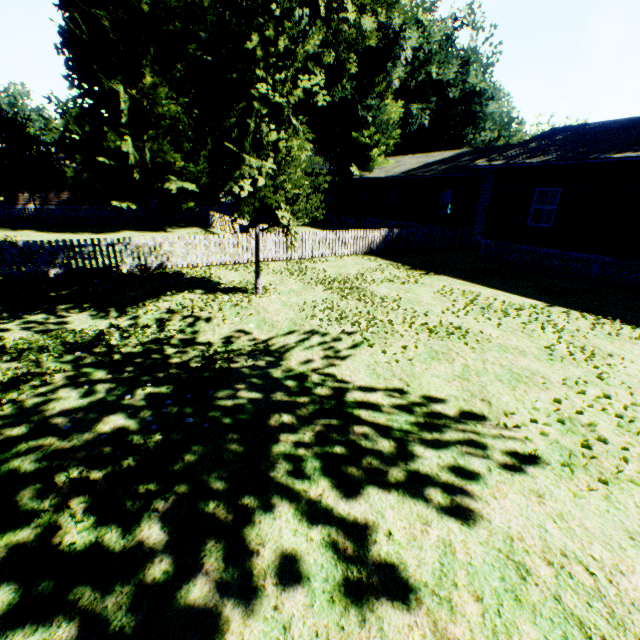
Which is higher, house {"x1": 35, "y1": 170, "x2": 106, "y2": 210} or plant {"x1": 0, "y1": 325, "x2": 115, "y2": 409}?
house {"x1": 35, "y1": 170, "x2": 106, "y2": 210}

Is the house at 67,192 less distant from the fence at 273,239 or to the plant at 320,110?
the fence at 273,239

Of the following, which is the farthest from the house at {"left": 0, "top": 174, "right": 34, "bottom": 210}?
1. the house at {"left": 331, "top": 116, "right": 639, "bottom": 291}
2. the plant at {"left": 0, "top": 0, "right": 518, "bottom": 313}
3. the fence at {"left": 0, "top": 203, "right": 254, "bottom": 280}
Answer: the house at {"left": 331, "top": 116, "right": 639, "bottom": 291}

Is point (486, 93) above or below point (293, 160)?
above

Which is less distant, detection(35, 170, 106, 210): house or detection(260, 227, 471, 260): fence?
detection(260, 227, 471, 260): fence

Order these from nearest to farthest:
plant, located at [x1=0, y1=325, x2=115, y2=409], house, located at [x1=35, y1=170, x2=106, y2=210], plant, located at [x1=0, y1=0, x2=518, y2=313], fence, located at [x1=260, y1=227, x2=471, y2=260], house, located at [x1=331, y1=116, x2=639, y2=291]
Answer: plant, located at [x1=0, y1=325, x2=115, y2=409] → plant, located at [x1=0, y1=0, x2=518, y2=313] → house, located at [x1=331, y1=116, x2=639, y2=291] → fence, located at [x1=260, y1=227, x2=471, y2=260] → house, located at [x1=35, y1=170, x2=106, y2=210]

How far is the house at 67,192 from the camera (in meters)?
31.62
